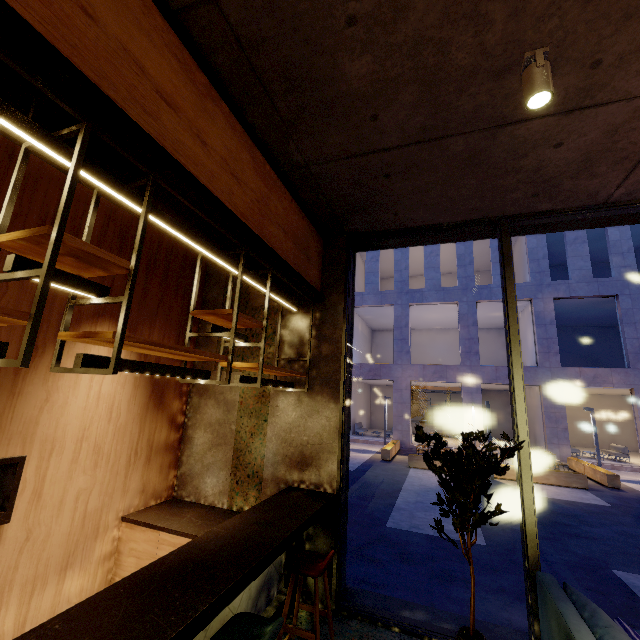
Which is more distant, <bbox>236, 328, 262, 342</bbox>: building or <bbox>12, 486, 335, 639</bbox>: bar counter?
<bbox>236, 328, 262, 342</bbox>: building

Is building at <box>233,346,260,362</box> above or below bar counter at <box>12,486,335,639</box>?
above

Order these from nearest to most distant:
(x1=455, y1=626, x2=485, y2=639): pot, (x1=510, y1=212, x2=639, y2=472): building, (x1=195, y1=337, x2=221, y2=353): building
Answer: (x1=455, y1=626, x2=485, y2=639): pot → (x1=195, y1=337, x2=221, y2=353): building → (x1=510, y1=212, x2=639, y2=472): building

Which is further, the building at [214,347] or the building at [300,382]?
the building at [214,347]

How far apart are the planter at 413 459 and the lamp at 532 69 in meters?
13.6 m

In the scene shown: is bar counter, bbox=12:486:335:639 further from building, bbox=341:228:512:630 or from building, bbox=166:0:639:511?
building, bbox=341:228:512:630

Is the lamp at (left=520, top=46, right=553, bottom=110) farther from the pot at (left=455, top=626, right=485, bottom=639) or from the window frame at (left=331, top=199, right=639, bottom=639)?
the pot at (left=455, top=626, right=485, bottom=639)

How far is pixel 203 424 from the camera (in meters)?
4.68
